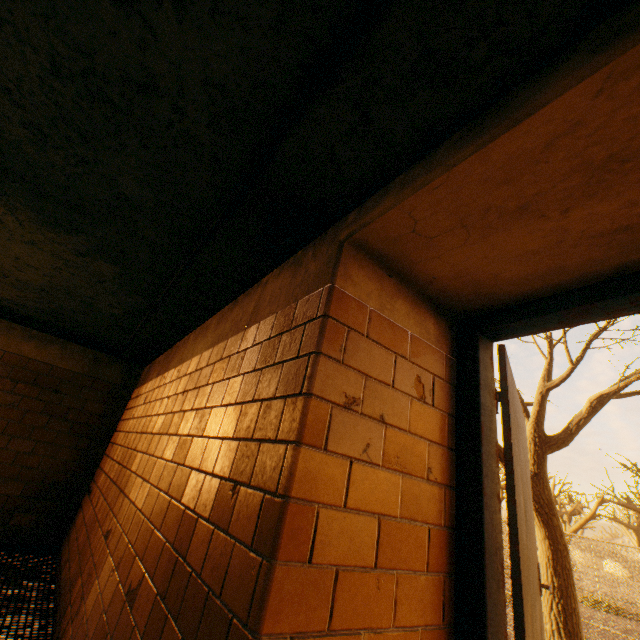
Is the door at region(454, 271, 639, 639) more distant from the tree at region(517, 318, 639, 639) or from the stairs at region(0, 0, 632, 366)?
the tree at region(517, 318, 639, 639)

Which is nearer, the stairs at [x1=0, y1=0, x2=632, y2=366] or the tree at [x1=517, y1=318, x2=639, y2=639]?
the stairs at [x1=0, y1=0, x2=632, y2=366]

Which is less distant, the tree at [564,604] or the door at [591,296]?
the door at [591,296]

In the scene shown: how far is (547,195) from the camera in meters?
1.0 m

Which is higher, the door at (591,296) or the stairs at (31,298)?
the stairs at (31,298)

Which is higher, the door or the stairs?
the stairs

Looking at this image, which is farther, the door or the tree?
the tree
